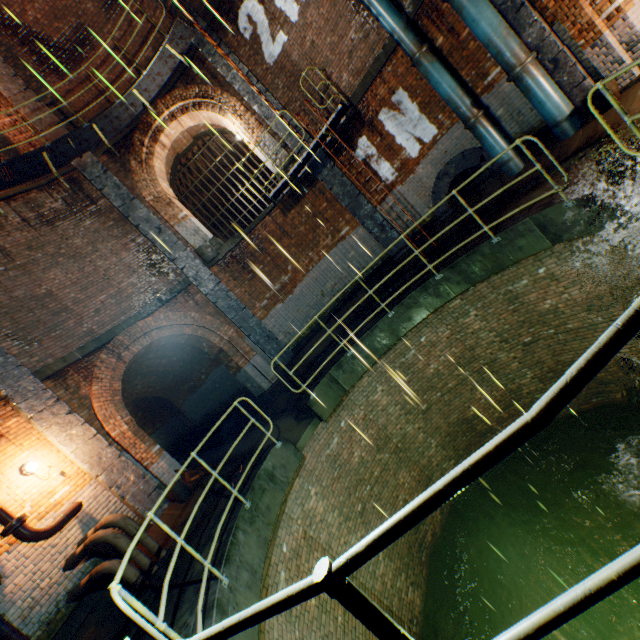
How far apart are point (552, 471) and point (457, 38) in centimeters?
1130cm

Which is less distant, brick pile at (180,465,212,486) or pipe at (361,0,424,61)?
pipe at (361,0,424,61)

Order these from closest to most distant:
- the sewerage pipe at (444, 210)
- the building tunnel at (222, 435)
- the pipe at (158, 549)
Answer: the pipe at (158, 549) < the sewerage pipe at (444, 210) < the building tunnel at (222, 435)

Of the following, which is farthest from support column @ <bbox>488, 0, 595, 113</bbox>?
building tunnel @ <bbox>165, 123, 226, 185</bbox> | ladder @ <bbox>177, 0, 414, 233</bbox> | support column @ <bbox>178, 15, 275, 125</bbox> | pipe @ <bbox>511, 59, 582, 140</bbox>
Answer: building tunnel @ <bbox>165, 123, 226, 185</bbox>

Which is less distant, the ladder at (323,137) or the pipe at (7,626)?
the pipe at (7,626)

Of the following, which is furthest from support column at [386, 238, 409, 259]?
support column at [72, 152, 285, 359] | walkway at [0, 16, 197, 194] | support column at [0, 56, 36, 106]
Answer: support column at [72, 152, 285, 359]

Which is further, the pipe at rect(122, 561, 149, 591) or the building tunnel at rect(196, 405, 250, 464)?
the building tunnel at rect(196, 405, 250, 464)

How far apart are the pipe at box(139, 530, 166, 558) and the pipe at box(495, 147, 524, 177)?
11.31m
